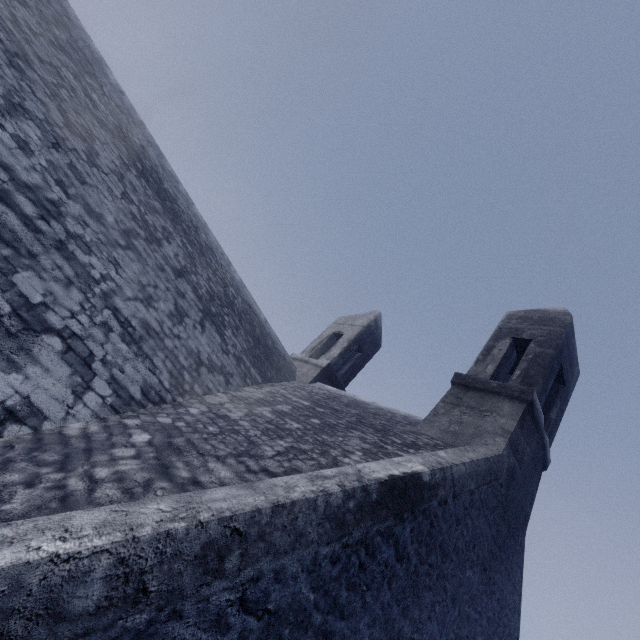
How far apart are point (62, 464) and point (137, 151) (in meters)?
6.45
